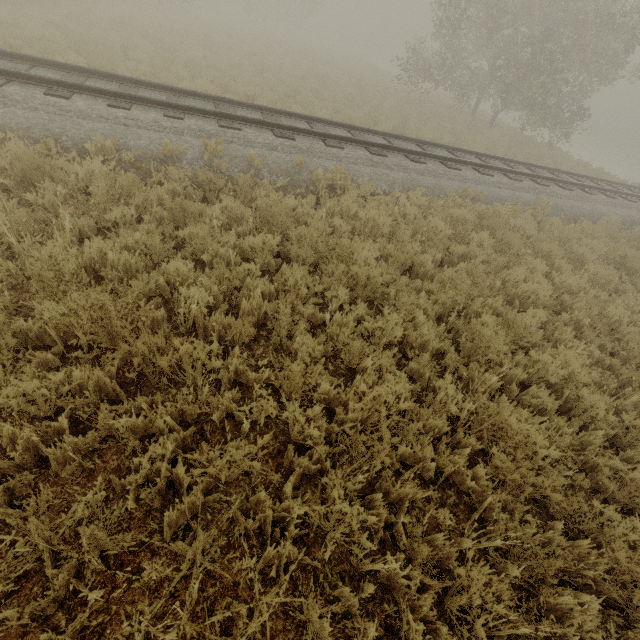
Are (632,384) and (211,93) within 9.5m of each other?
no
